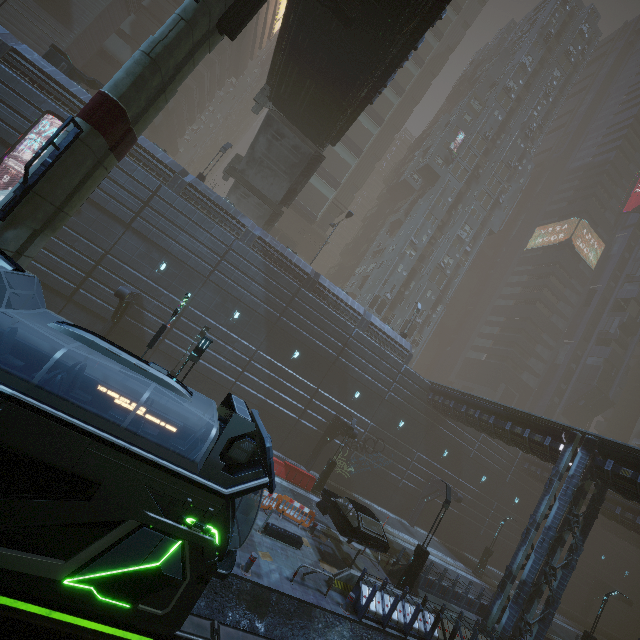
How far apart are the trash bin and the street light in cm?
841

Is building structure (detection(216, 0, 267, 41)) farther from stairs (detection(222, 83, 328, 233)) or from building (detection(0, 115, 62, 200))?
building (detection(0, 115, 62, 200))

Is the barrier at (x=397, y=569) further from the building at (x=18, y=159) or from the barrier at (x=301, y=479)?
the barrier at (x=301, y=479)

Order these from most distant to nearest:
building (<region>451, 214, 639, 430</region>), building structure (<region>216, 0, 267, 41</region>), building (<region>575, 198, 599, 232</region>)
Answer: building (<region>575, 198, 599, 232</region>), building (<region>451, 214, 639, 430</region>), building structure (<region>216, 0, 267, 41</region>)

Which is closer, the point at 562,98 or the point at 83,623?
the point at 83,623

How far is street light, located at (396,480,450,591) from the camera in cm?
1516

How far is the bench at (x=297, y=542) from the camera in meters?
13.2 m

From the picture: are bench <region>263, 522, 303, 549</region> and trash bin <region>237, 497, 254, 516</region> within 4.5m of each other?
yes
